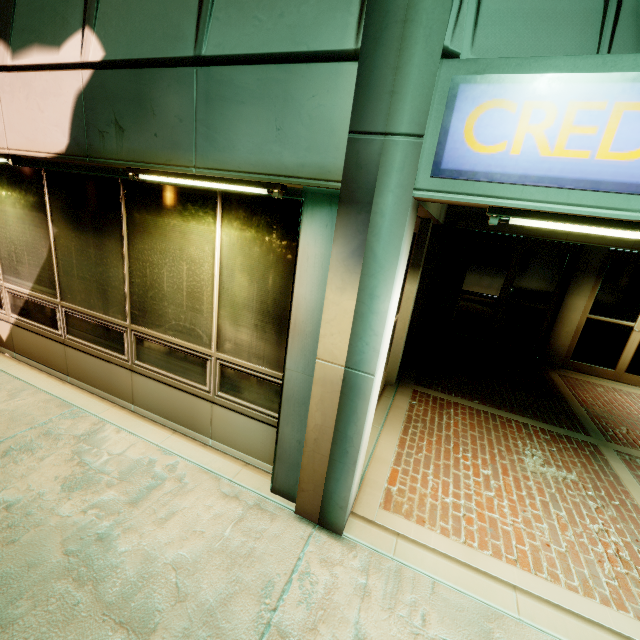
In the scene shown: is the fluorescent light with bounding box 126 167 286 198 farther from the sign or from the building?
the sign

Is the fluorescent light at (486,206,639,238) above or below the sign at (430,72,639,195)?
below

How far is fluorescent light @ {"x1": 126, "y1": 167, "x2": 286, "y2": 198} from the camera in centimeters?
257cm

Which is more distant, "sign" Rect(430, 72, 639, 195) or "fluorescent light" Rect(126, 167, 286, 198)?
"fluorescent light" Rect(126, 167, 286, 198)

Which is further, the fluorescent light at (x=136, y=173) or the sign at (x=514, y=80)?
the fluorescent light at (x=136, y=173)

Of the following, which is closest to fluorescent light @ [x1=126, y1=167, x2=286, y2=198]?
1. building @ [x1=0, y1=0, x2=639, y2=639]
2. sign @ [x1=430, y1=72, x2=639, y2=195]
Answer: building @ [x1=0, y1=0, x2=639, y2=639]

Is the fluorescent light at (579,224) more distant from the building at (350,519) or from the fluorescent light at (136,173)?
the fluorescent light at (136,173)

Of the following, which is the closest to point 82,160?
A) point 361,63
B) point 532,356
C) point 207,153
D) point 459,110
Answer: point 207,153
